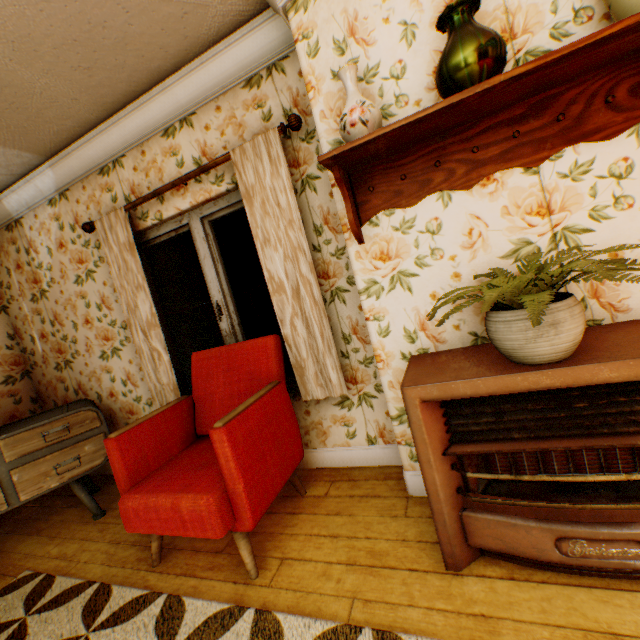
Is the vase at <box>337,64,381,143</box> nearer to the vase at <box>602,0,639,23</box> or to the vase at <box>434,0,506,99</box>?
the vase at <box>434,0,506,99</box>

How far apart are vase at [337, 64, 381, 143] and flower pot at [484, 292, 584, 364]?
0.99m

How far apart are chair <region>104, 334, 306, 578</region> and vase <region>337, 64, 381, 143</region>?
1.4m

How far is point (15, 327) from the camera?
3.81m

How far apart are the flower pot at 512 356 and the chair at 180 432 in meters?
1.3

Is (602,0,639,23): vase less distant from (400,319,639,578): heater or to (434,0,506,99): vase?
(434,0,506,99): vase

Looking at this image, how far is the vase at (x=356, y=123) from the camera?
1.5 meters

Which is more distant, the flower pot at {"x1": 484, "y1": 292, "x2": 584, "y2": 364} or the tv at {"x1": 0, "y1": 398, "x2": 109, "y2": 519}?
the tv at {"x1": 0, "y1": 398, "x2": 109, "y2": 519}
